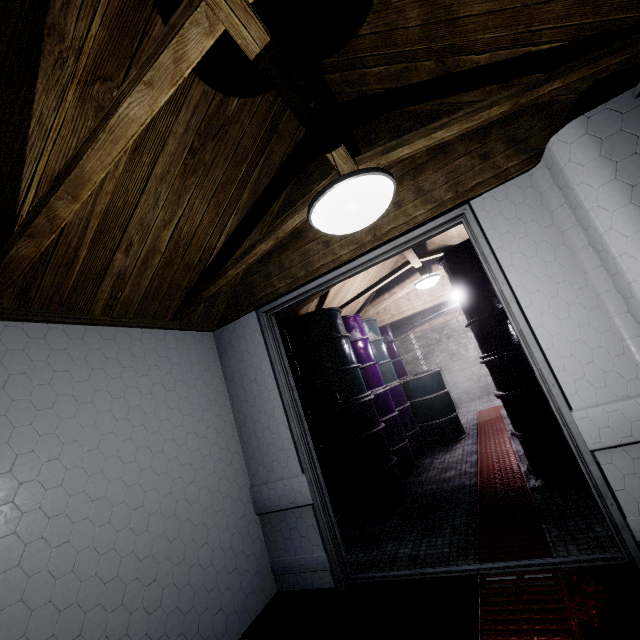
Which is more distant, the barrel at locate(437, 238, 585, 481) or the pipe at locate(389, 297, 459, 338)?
the pipe at locate(389, 297, 459, 338)

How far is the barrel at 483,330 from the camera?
2.52m

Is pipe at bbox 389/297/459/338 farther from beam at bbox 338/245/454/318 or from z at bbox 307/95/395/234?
z at bbox 307/95/395/234

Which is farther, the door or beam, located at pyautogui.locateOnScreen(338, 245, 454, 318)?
beam, located at pyautogui.locateOnScreen(338, 245, 454, 318)

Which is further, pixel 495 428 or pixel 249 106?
pixel 495 428

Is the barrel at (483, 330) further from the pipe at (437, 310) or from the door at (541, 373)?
the pipe at (437, 310)

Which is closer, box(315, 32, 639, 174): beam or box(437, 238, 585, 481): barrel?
box(315, 32, 639, 174): beam

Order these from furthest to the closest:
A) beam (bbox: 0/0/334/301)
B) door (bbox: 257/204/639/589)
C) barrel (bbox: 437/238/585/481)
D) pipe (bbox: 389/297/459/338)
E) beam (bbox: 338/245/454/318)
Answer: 1. pipe (bbox: 389/297/459/338)
2. beam (bbox: 338/245/454/318)
3. barrel (bbox: 437/238/585/481)
4. door (bbox: 257/204/639/589)
5. beam (bbox: 0/0/334/301)
